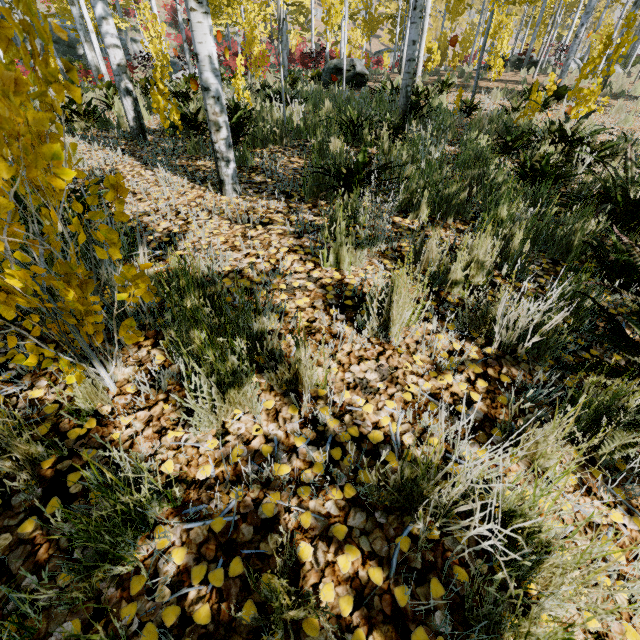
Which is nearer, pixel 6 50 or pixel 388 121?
pixel 6 50

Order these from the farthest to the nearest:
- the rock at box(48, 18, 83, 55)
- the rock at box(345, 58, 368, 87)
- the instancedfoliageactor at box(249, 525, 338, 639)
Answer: the rock at box(48, 18, 83, 55) → the rock at box(345, 58, 368, 87) → the instancedfoliageactor at box(249, 525, 338, 639)

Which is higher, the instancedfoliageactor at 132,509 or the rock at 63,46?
the rock at 63,46

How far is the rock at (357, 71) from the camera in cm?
1073

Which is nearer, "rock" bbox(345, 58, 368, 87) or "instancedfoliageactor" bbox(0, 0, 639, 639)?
"instancedfoliageactor" bbox(0, 0, 639, 639)

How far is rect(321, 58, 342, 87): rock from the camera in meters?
11.0 m

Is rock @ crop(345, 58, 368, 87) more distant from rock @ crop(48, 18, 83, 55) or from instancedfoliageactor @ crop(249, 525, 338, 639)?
rock @ crop(48, 18, 83, 55)
